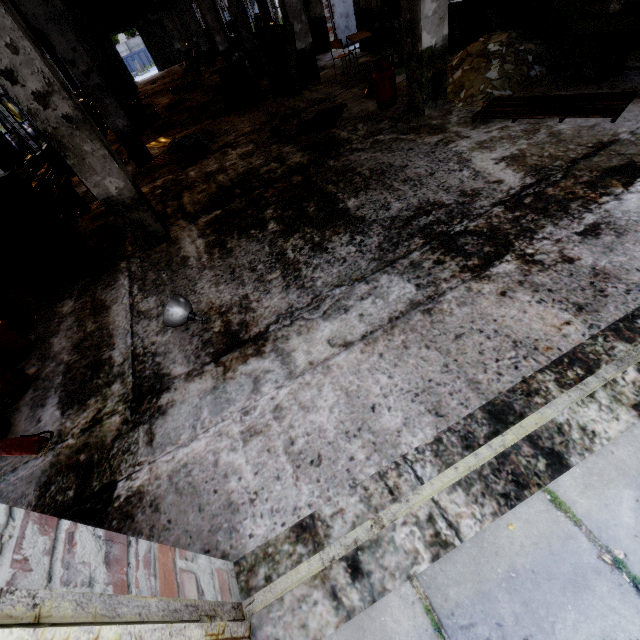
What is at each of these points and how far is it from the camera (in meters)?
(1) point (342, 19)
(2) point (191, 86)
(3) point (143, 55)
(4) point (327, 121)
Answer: (1) door, 13.50
(2) concrete debris, 17.78
(3) garbage container, 48.53
(4) wooden pallet, 7.47

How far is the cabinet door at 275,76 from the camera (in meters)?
9.30

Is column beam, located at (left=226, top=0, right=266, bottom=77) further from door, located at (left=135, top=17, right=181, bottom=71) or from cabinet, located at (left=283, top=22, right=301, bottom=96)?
door, located at (left=135, top=17, right=181, bottom=71)

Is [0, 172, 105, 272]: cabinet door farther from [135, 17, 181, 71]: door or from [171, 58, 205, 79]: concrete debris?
[135, 17, 181, 71]: door

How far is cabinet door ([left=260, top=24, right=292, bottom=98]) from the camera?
9.3 meters

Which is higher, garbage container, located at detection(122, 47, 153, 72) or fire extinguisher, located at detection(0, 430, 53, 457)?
garbage container, located at detection(122, 47, 153, 72)

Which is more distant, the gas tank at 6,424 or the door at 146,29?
the door at 146,29

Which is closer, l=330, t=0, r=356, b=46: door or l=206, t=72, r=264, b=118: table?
l=206, t=72, r=264, b=118: table
